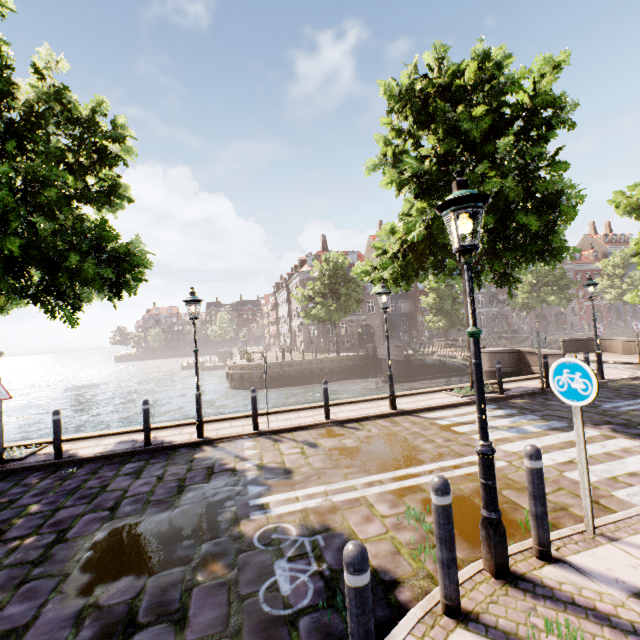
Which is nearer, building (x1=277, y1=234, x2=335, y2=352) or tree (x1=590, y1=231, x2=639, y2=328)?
tree (x1=590, y1=231, x2=639, y2=328)

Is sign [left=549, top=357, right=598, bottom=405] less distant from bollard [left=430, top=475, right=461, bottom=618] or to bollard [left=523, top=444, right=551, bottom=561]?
bollard [left=523, top=444, right=551, bottom=561]

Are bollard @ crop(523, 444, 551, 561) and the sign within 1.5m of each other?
yes

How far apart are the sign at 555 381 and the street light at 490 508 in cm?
128

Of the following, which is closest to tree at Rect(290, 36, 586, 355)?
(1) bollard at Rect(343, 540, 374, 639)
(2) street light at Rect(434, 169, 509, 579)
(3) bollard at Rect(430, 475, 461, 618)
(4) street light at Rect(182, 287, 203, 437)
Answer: (4) street light at Rect(182, 287, 203, 437)

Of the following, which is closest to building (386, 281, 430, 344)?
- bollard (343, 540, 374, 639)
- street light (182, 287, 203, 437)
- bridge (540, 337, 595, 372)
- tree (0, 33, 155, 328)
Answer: tree (0, 33, 155, 328)

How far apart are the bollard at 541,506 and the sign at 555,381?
0.8m

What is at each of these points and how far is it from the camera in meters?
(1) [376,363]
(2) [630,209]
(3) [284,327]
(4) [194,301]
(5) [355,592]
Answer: (1) bridge, 32.5 m
(2) tree, 17.0 m
(3) building, 55.4 m
(4) street light, 8.3 m
(5) bollard, 1.9 m
